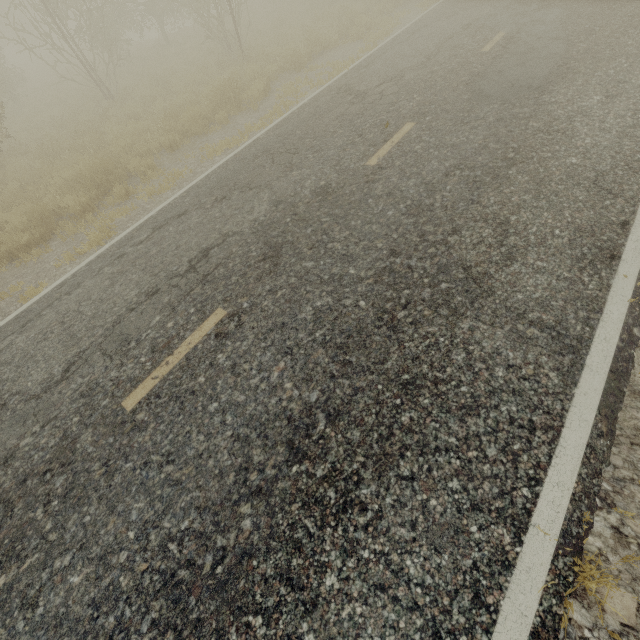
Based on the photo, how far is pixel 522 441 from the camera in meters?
2.5 m
